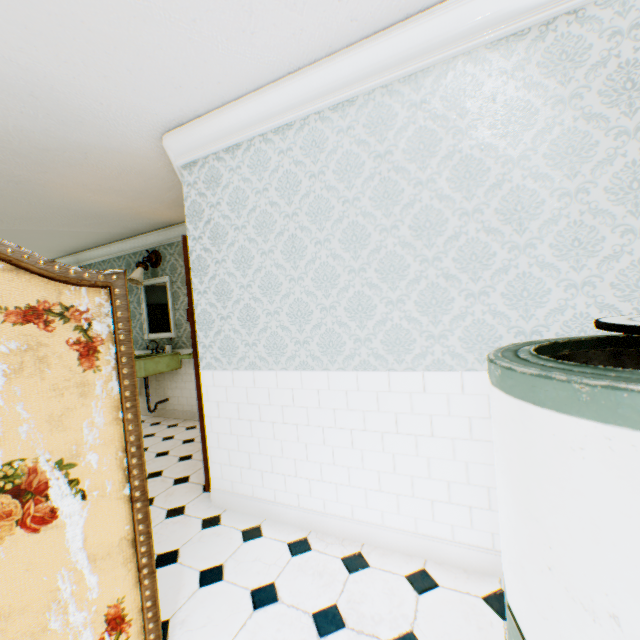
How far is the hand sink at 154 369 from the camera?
4.73m

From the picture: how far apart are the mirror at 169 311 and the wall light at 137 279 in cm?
18

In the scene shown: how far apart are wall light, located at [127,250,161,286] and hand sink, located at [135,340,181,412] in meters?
1.0 m

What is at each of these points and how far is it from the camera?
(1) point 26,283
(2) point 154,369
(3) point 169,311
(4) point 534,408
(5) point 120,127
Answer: (1) folding screen, 1.2m
(2) hand sink, 4.9m
(3) mirror, 5.4m
(4) washing machine, 0.7m
(5) building, 2.5m

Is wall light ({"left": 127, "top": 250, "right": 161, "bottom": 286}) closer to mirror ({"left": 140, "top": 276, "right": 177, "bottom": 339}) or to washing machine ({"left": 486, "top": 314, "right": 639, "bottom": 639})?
mirror ({"left": 140, "top": 276, "right": 177, "bottom": 339})

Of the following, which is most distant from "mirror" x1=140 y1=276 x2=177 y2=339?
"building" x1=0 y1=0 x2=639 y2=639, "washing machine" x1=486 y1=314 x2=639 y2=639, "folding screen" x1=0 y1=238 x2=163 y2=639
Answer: "washing machine" x1=486 y1=314 x2=639 y2=639

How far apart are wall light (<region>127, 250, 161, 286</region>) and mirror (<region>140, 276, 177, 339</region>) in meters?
0.2

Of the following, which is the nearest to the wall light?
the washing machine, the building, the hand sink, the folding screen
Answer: the building
